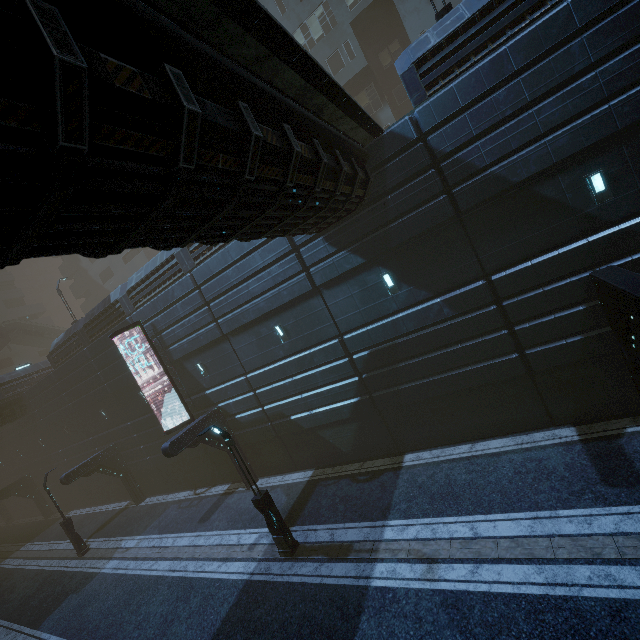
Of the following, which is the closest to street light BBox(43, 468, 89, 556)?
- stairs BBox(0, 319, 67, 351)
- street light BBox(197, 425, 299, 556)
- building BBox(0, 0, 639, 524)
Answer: building BBox(0, 0, 639, 524)

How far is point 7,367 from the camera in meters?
46.5 m

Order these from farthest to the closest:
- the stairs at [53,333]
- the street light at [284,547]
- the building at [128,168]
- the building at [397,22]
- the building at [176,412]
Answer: the stairs at [53,333]
the building at [176,412]
the street light at [284,547]
the building at [397,22]
the building at [128,168]

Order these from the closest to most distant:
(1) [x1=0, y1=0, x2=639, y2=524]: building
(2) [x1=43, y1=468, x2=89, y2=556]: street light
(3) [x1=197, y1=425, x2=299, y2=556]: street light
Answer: (1) [x1=0, y1=0, x2=639, y2=524]: building < (3) [x1=197, y1=425, x2=299, y2=556]: street light < (2) [x1=43, y1=468, x2=89, y2=556]: street light

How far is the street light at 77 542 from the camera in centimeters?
1997cm

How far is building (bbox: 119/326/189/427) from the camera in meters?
19.4

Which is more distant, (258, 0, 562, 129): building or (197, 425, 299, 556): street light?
(197, 425, 299, 556): street light

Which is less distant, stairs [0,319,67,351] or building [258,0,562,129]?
building [258,0,562,129]
